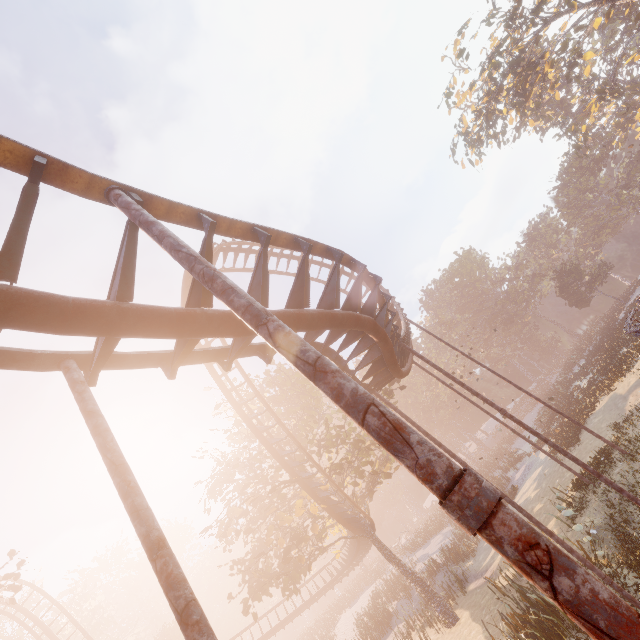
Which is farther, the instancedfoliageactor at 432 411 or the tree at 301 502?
the instancedfoliageactor at 432 411

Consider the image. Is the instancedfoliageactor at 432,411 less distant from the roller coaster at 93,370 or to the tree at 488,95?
the roller coaster at 93,370

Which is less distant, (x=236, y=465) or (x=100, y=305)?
(x=100, y=305)

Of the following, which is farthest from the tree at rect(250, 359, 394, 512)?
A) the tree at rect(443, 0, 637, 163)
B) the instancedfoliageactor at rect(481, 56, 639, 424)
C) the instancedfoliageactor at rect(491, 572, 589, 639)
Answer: the tree at rect(443, 0, 637, 163)

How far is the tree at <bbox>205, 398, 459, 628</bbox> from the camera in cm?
1775

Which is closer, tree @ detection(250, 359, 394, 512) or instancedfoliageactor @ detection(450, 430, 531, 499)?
tree @ detection(250, 359, 394, 512)

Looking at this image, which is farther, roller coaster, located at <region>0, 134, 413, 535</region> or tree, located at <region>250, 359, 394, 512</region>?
tree, located at <region>250, 359, 394, 512</region>

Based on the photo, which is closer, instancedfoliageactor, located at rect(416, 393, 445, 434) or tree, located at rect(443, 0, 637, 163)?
tree, located at rect(443, 0, 637, 163)
